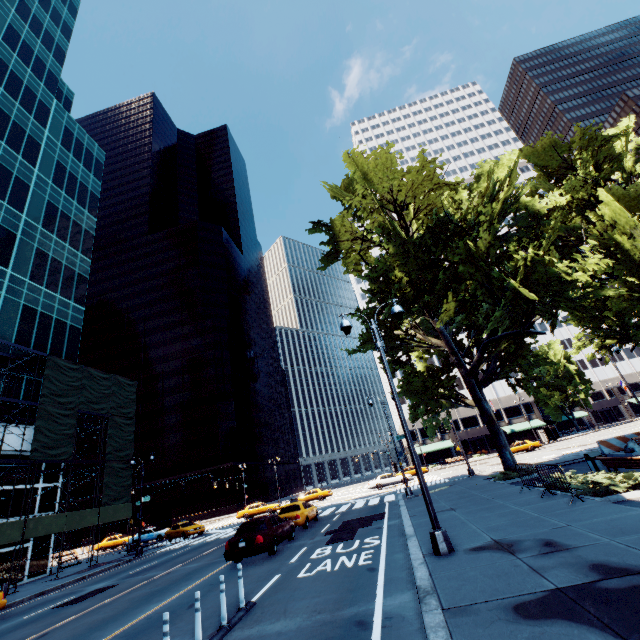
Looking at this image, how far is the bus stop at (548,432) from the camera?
50.6m

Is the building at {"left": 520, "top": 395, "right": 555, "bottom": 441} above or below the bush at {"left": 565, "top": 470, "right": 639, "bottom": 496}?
above

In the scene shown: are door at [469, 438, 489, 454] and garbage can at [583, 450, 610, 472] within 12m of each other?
no

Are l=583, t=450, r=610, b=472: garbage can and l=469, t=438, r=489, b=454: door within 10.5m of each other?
no

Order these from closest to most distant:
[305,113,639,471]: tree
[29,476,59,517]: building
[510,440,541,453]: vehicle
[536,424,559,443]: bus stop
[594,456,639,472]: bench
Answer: [594,456,639,472]: bench < [305,113,639,471]: tree < [29,476,59,517]: building < [510,440,541,453]: vehicle < [536,424,559,443]: bus stop

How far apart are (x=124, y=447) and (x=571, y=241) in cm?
4448

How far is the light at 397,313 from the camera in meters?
11.0 m

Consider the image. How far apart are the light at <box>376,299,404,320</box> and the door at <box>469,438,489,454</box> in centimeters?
5862cm
